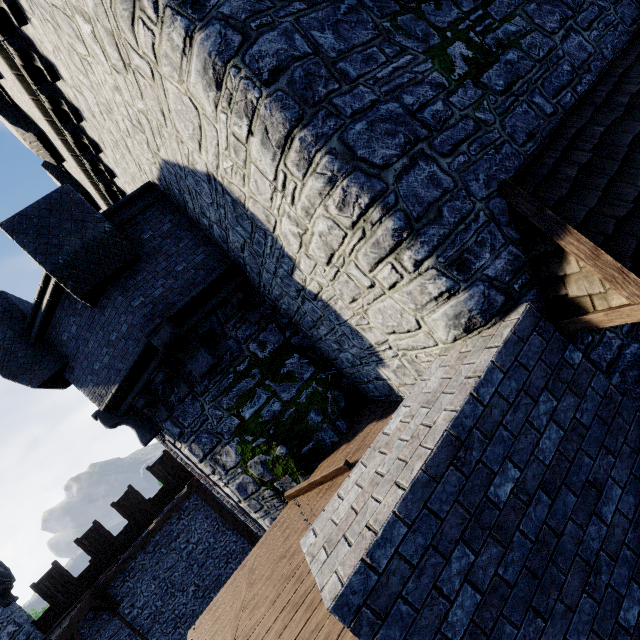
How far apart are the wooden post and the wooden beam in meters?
10.4 m

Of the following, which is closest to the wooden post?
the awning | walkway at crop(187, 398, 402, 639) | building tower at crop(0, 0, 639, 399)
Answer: building tower at crop(0, 0, 639, 399)

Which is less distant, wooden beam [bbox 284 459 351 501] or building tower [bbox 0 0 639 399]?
building tower [bbox 0 0 639 399]

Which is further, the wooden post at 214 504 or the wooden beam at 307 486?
the wooden post at 214 504

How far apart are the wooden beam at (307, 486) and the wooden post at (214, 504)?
10.38m

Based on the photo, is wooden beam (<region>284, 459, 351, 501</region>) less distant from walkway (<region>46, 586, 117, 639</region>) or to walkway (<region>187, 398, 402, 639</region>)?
walkway (<region>187, 398, 402, 639</region>)

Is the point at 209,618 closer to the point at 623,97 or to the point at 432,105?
the point at 432,105

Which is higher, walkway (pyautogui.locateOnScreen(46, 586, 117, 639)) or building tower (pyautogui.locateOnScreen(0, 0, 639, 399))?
building tower (pyautogui.locateOnScreen(0, 0, 639, 399))
